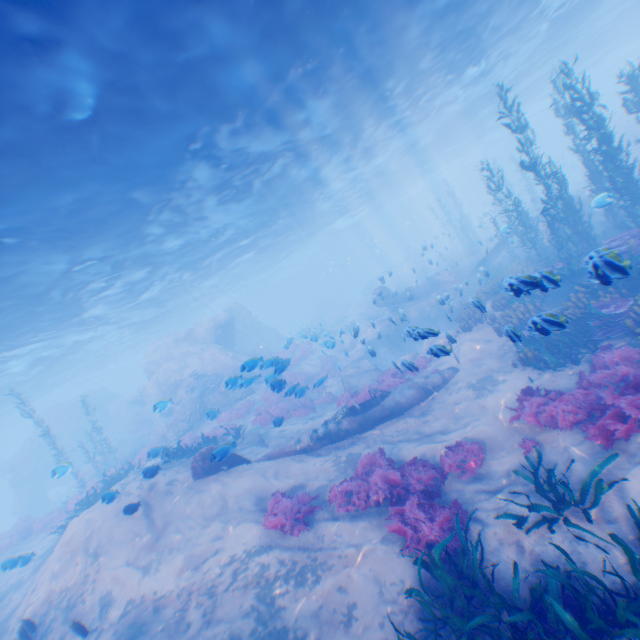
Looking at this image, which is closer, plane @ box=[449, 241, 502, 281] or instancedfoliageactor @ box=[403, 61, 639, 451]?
instancedfoliageactor @ box=[403, 61, 639, 451]

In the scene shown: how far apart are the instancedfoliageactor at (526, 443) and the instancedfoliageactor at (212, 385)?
19.75m

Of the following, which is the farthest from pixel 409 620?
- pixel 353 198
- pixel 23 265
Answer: pixel 353 198

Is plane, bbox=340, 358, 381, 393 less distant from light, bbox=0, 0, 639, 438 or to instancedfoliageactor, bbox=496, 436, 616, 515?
instancedfoliageactor, bbox=496, 436, 616, 515

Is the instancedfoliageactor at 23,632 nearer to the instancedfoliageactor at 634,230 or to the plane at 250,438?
the plane at 250,438

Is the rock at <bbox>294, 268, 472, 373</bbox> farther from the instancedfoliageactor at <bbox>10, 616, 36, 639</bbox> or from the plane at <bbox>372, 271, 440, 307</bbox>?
the instancedfoliageactor at <bbox>10, 616, 36, 639</bbox>

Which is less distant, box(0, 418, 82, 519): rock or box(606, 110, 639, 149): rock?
box(606, 110, 639, 149): rock

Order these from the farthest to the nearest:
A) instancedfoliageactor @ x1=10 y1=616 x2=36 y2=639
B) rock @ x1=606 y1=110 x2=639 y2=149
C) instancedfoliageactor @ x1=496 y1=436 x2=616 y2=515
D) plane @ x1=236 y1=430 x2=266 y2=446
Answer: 1. rock @ x1=606 y1=110 x2=639 y2=149
2. plane @ x1=236 y1=430 x2=266 y2=446
3. instancedfoliageactor @ x1=10 y1=616 x2=36 y2=639
4. instancedfoliageactor @ x1=496 y1=436 x2=616 y2=515
